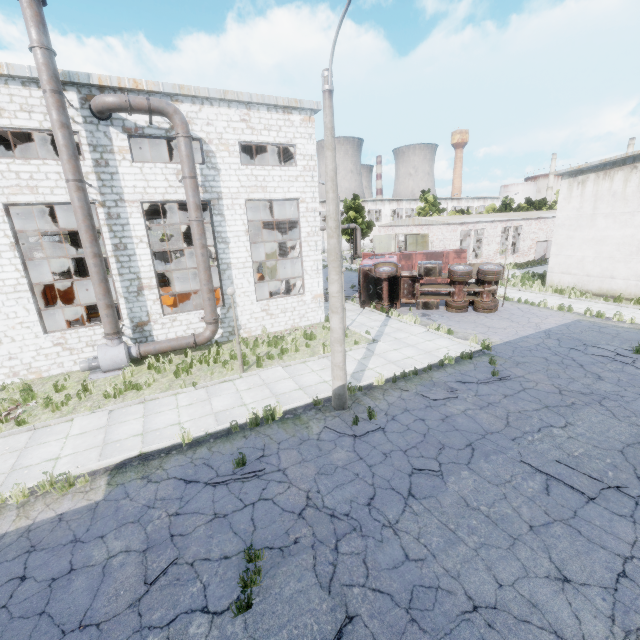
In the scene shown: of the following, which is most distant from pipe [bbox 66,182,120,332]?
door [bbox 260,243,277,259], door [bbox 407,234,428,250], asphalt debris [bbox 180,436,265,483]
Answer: door [bbox 407,234,428,250]

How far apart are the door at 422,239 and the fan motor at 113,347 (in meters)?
28.24

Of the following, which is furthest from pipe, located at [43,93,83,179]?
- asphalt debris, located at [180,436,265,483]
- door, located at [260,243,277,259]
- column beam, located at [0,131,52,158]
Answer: door, located at [260,243,277,259]

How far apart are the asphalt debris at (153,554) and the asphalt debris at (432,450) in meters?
5.7 m

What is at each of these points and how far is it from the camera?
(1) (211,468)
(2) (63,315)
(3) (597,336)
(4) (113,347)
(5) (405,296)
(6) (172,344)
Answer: (1) asphalt debris, 7.7 meters
(2) cable machine, 16.4 meters
(3) asphalt debris, 14.4 meters
(4) fan motor, 13.3 meters
(5) truck, 20.4 meters
(6) pipe, 14.4 meters

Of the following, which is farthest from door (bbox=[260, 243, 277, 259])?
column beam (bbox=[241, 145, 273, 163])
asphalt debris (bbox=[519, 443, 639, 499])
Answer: asphalt debris (bbox=[519, 443, 639, 499])

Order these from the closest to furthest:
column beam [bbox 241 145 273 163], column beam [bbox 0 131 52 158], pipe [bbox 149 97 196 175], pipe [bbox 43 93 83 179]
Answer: pipe [bbox 43 93 83 179] → pipe [bbox 149 97 196 175] → column beam [bbox 0 131 52 158] → column beam [bbox 241 145 273 163]

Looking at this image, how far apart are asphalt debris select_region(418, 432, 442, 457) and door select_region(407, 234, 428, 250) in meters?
28.6 m
